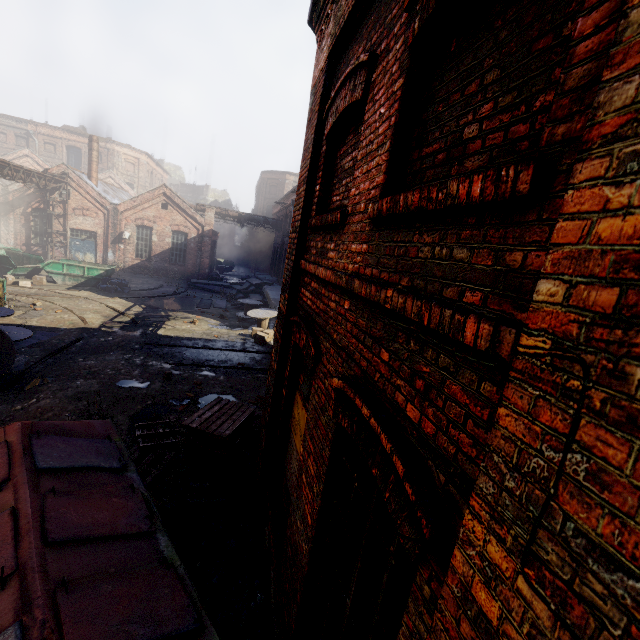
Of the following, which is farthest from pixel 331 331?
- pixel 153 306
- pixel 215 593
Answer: pixel 153 306

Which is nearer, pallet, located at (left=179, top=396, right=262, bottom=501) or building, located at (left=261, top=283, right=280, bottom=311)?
pallet, located at (left=179, top=396, right=262, bottom=501)

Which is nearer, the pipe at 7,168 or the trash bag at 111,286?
the pipe at 7,168

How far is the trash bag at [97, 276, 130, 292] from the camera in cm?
1928

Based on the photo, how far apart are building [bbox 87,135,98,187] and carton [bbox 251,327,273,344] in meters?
21.9 m

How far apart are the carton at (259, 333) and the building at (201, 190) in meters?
47.6 m

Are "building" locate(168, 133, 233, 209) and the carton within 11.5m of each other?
no

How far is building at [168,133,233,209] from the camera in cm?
5450
